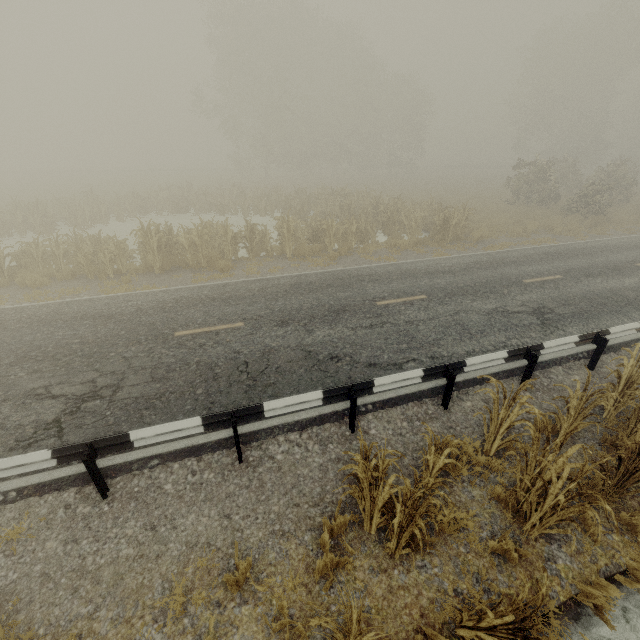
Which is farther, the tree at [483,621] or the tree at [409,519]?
the tree at [409,519]

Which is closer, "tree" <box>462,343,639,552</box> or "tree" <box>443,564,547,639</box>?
"tree" <box>443,564,547,639</box>

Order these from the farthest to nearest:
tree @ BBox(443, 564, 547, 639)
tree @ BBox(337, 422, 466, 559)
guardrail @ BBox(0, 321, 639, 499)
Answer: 1. guardrail @ BBox(0, 321, 639, 499)
2. tree @ BBox(337, 422, 466, 559)
3. tree @ BBox(443, 564, 547, 639)

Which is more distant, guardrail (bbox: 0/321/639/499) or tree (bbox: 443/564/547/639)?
guardrail (bbox: 0/321/639/499)

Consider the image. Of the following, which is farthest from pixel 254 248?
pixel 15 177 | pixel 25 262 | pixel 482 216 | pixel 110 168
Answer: pixel 110 168

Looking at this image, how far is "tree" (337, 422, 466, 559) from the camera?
3.6 meters

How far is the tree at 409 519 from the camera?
3.6m
